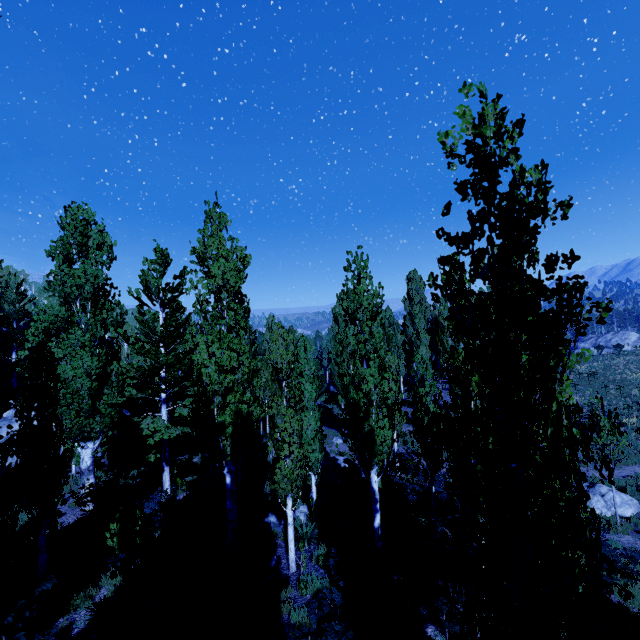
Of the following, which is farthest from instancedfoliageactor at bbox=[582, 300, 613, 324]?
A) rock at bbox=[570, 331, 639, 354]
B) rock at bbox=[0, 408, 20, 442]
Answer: rock at bbox=[570, 331, 639, 354]

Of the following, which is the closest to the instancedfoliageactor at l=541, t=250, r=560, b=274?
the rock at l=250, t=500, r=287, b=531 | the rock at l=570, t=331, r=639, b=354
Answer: the rock at l=250, t=500, r=287, b=531

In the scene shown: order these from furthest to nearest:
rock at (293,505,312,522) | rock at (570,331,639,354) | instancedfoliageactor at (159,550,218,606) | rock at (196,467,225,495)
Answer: rock at (570,331,639,354) → rock at (196,467,225,495) → rock at (293,505,312,522) → instancedfoliageactor at (159,550,218,606)

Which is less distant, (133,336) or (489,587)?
(489,587)

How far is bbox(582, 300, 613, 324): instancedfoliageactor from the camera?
3.2 meters

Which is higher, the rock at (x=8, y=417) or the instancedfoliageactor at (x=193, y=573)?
the rock at (x=8, y=417)

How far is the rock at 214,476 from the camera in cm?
1677

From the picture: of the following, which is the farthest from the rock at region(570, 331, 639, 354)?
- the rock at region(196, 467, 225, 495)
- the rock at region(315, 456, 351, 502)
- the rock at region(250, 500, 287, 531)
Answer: the rock at region(196, 467, 225, 495)
